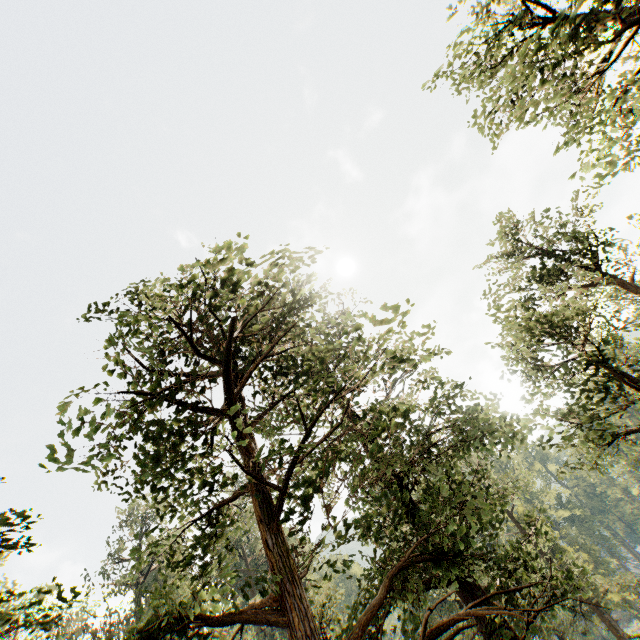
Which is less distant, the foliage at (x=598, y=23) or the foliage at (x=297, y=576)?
the foliage at (x=297, y=576)

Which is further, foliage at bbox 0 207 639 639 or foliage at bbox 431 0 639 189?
foliage at bbox 431 0 639 189

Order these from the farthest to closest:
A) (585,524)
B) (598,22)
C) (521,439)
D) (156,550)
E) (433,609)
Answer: (585,524) < (156,550) < (521,439) < (598,22) < (433,609)
